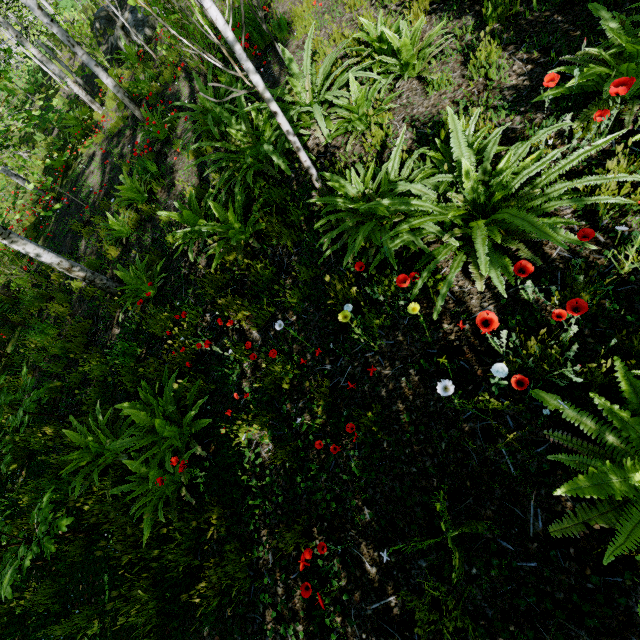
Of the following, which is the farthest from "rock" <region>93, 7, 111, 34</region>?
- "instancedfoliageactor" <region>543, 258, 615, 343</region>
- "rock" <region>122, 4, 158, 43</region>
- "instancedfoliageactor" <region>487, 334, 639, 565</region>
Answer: "instancedfoliageactor" <region>487, 334, 639, 565</region>

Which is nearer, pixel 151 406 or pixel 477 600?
pixel 477 600

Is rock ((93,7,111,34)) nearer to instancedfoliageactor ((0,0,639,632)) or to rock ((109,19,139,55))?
rock ((109,19,139,55))

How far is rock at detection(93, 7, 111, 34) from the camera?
17.5m

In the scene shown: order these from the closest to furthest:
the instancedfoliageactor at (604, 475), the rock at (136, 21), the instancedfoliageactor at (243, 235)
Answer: the instancedfoliageactor at (604, 475) → the instancedfoliageactor at (243, 235) → the rock at (136, 21)

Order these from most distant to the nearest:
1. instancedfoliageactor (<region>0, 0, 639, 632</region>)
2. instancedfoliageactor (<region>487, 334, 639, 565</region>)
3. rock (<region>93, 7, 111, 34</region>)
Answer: rock (<region>93, 7, 111, 34</region>) < instancedfoliageactor (<region>0, 0, 639, 632</region>) < instancedfoliageactor (<region>487, 334, 639, 565</region>)

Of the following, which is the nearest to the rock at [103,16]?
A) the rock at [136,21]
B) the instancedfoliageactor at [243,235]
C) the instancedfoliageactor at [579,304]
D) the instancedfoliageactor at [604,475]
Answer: the rock at [136,21]

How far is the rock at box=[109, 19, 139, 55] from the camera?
12.17m
